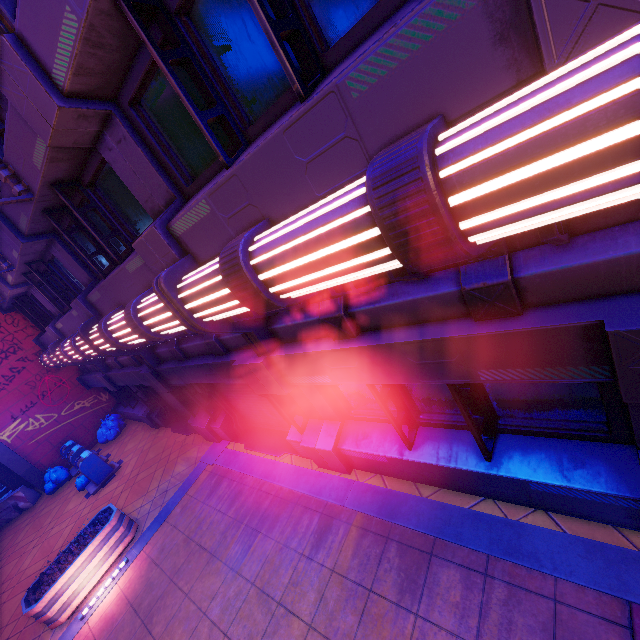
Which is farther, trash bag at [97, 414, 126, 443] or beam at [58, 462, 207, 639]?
trash bag at [97, 414, 126, 443]

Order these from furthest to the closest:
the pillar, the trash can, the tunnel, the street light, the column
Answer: the tunnel
the column
the trash can
the pillar
the street light

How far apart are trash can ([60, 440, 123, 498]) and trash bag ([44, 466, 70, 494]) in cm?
254

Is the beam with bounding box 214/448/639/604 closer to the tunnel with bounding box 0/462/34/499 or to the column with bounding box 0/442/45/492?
the column with bounding box 0/442/45/492

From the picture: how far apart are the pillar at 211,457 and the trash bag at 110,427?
7.96m

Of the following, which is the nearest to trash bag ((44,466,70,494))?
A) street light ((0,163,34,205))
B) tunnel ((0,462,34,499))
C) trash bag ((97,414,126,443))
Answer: trash bag ((97,414,126,443))

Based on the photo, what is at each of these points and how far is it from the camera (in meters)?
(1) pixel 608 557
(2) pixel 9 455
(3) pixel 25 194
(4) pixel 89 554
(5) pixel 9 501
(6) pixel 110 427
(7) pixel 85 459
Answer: (1) beam, 3.49
(2) column, 13.30
(3) street light, 5.53
(4) plant holder, 7.43
(5) fence, 13.30
(6) trash bag, 14.95
(7) trash can, 11.29

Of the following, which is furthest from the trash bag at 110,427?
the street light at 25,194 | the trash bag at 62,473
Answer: the street light at 25,194
